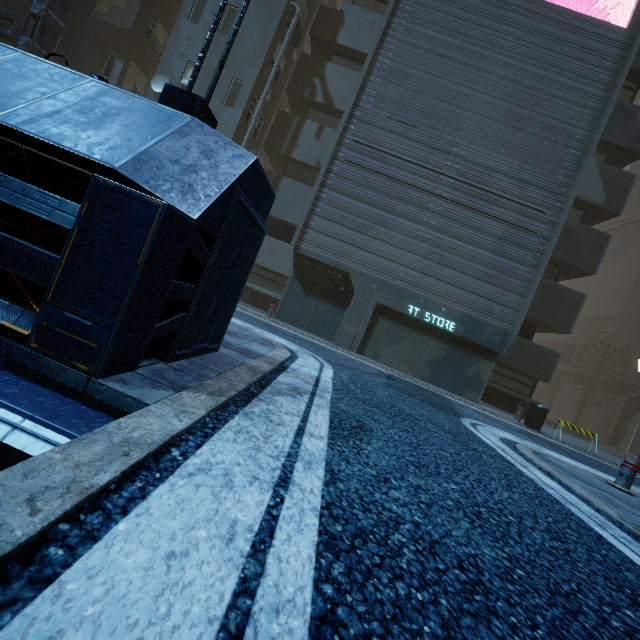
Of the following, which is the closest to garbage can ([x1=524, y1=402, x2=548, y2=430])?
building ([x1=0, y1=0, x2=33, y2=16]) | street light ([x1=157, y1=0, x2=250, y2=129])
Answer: building ([x1=0, y1=0, x2=33, y2=16])

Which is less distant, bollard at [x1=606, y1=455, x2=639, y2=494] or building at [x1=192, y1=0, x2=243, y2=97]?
bollard at [x1=606, y1=455, x2=639, y2=494]

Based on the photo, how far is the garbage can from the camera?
11.4m

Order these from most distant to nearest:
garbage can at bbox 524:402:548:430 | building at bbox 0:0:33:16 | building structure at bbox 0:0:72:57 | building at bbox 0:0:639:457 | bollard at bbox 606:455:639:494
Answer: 1. building at bbox 0:0:33:16
2. building structure at bbox 0:0:72:57
3. garbage can at bbox 524:402:548:430
4. bollard at bbox 606:455:639:494
5. building at bbox 0:0:639:457

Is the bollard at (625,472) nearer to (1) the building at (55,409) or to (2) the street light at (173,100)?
(1) the building at (55,409)

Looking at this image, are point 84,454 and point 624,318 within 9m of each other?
no

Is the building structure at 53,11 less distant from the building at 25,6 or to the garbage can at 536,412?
the building at 25,6

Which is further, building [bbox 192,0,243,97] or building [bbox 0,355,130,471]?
building [bbox 192,0,243,97]
